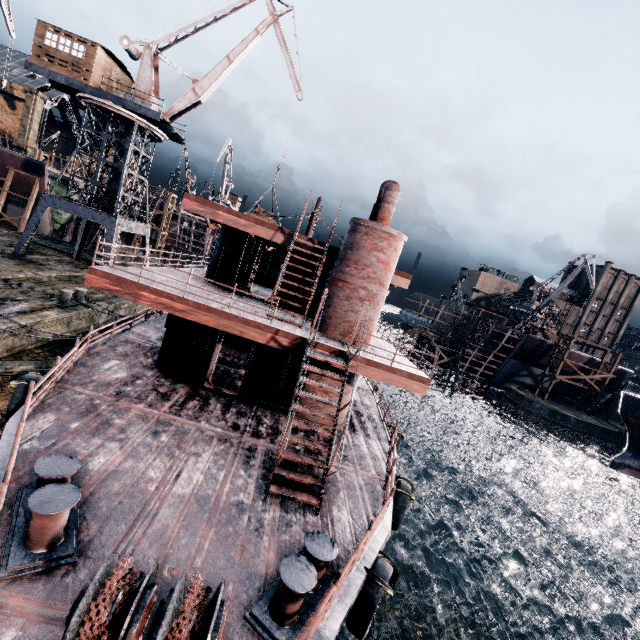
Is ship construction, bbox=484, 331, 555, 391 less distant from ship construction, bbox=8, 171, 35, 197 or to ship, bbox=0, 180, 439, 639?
ship, bbox=0, 180, 439, 639

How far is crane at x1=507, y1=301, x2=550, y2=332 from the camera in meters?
52.3 m

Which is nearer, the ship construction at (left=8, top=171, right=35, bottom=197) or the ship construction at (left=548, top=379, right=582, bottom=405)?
the ship construction at (left=8, top=171, right=35, bottom=197)

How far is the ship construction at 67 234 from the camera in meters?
38.1 m

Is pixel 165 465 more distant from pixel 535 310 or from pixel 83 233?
pixel 535 310

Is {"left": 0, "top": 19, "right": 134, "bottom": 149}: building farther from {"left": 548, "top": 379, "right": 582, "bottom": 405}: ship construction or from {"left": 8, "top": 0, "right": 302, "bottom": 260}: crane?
{"left": 548, "top": 379, "right": 582, "bottom": 405}: ship construction

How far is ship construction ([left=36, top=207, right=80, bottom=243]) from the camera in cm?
3806

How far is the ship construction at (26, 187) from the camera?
35.94m
